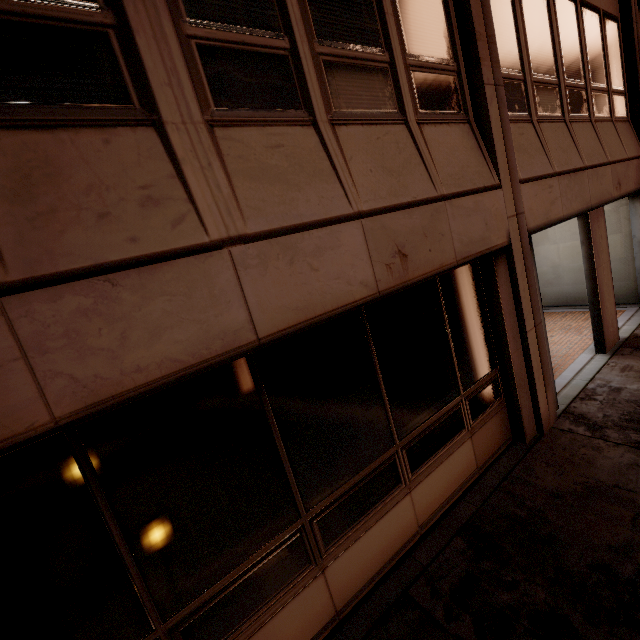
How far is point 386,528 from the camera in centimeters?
359cm
